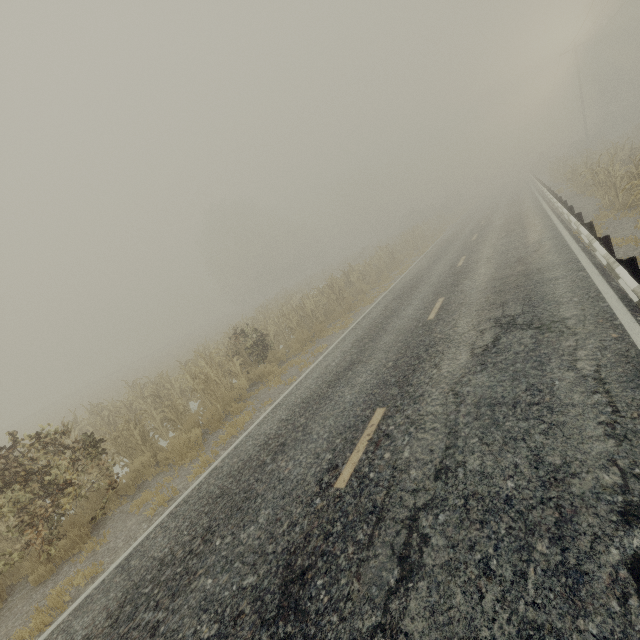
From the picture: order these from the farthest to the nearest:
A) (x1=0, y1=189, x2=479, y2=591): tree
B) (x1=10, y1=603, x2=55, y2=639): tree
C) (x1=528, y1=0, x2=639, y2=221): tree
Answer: (x1=528, y1=0, x2=639, y2=221): tree → (x1=0, y1=189, x2=479, y2=591): tree → (x1=10, y1=603, x2=55, y2=639): tree

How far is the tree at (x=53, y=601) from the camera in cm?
487

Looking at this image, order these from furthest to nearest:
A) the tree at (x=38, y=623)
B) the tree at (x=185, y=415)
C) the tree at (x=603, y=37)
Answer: the tree at (x=603, y=37) → the tree at (x=185, y=415) → the tree at (x=38, y=623)

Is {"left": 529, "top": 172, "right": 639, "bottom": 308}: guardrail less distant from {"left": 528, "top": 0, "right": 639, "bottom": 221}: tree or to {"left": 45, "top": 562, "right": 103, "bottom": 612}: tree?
{"left": 528, "top": 0, "right": 639, "bottom": 221}: tree

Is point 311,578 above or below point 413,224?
below

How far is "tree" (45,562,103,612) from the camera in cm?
487
